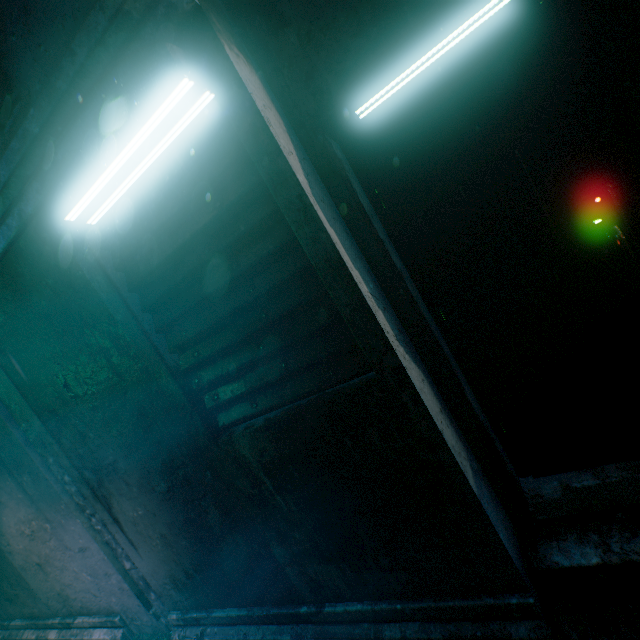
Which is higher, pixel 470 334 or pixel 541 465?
pixel 470 334

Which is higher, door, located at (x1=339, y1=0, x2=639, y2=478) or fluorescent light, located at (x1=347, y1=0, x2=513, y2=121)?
fluorescent light, located at (x1=347, y1=0, x2=513, y2=121)

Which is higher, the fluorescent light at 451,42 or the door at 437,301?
the fluorescent light at 451,42
